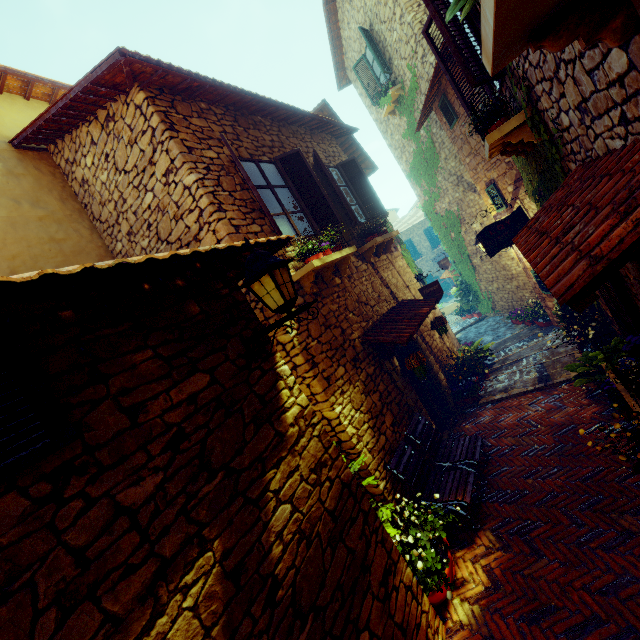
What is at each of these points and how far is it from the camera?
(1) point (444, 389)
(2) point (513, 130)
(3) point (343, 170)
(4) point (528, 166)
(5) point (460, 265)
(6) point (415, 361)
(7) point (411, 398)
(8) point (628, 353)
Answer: (1) stone doorway, 7.10m
(2) window sill, 3.50m
(3) window, 7.85m
(4) vines, 5.10m
(5) vines, 13.94m
(6) flower pot, 5.45m
(7) stone doorway, 5.88m
(8) flower pot, 3.33m

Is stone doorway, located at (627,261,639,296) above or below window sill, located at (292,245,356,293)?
below

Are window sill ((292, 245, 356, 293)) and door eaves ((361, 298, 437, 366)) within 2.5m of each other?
yes

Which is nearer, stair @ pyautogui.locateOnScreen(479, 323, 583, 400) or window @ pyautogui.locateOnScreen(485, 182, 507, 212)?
stair @ pyautogui.locateOnScreen(479, 323, 583, 400)

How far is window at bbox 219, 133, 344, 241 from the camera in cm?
505

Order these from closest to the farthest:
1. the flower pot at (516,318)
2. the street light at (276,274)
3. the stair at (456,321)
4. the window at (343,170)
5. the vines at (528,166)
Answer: the street light at (276,274)
the vines at (528,166)
the window at (343,170)
the flower pot at (516,318)
the stair at (456,321)

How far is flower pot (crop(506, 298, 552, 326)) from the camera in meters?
9.4

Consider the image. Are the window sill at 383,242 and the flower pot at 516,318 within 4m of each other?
no
